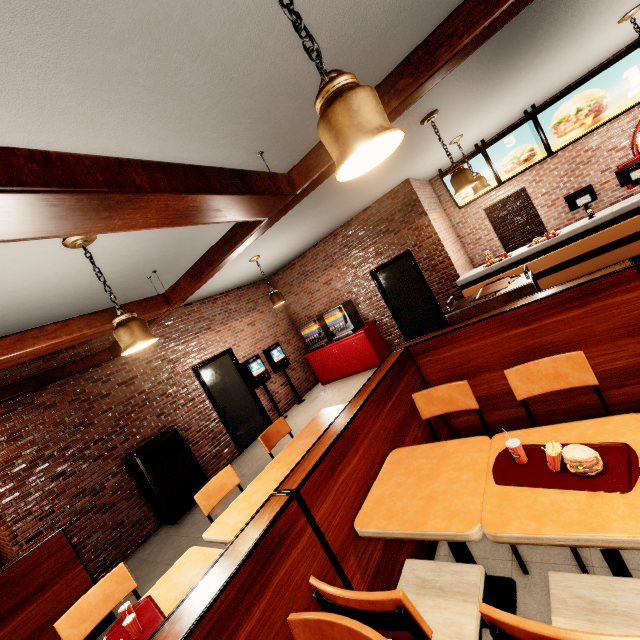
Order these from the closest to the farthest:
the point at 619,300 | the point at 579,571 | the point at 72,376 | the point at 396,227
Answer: the point at 579,571 < the point at 619,300 < the point at 72,376 < the point at 396,227
